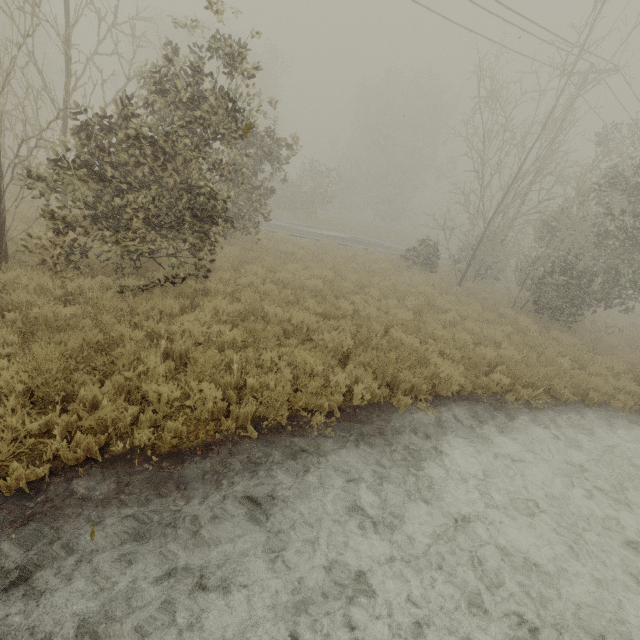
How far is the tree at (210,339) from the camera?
5.7 meters

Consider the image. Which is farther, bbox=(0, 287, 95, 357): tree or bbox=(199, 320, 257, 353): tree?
bbox=(199, 320, 257, 353): tree

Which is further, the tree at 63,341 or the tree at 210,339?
the tree at 210,339

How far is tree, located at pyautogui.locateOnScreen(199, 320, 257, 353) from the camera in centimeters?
567cm

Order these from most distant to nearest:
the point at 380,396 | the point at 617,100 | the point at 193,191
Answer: the point at 617,100 < the point at 193,191 < the point at 380,396
